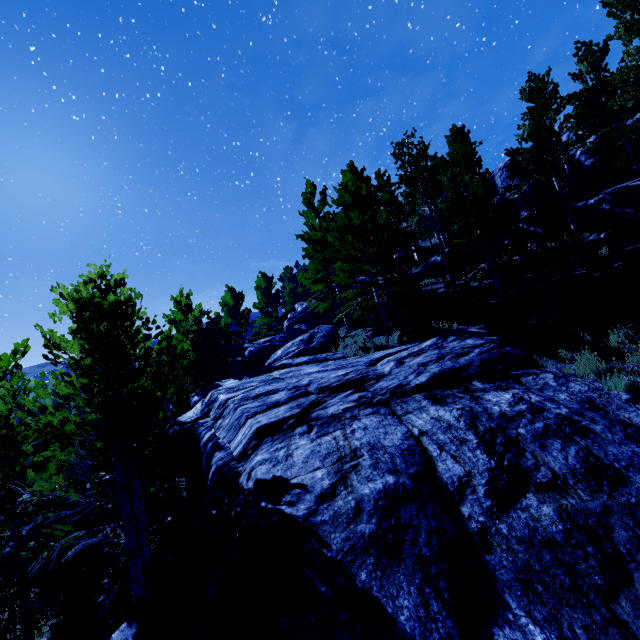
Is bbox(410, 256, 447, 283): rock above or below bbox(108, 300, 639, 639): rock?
above

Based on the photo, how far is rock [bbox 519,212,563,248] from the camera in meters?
17.2

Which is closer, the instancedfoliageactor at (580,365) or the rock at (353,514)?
the rock at (353,514)

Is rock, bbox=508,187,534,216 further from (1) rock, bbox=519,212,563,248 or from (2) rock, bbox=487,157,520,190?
(2) rock, bbox=487,157,520,190

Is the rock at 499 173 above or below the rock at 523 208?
above

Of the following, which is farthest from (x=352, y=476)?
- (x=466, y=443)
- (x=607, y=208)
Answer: (x=607, y=208)

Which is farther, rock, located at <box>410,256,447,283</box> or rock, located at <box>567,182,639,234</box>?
rock, located at <box>410,256,447,283</box>

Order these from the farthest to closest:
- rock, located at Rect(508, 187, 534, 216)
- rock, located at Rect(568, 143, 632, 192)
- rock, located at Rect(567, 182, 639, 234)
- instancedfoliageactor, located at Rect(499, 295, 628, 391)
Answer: rock, located at Rect(508, 187, 534, 216)
rock, located at Rect(568, 143, 632, 192)
rock, located at Rect(567, 182, 639, 234)
instancedfoliageactor, located at Rect(499, 295, 628, 391)
